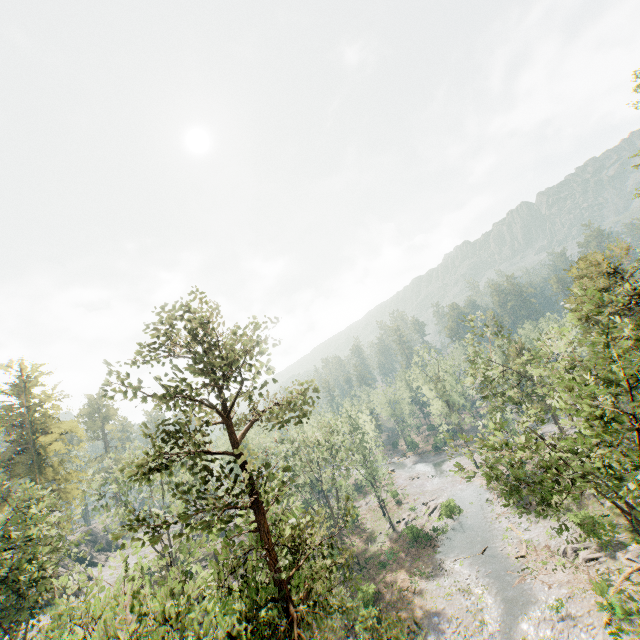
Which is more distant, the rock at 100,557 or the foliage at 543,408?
the rock at 100,557

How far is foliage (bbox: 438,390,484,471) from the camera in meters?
20.3 m

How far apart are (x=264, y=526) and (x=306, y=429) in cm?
4780

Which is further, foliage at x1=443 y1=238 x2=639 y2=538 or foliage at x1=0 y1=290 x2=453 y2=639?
foliage at x1=443 y1=238 x2=639 y2=538

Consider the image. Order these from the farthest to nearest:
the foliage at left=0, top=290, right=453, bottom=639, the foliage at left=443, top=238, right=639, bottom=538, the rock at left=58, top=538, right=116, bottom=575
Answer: the rock at left=58, top=538, right=116, bottom=575, the foliage at left=443, top=238, right=639, bottom=538, the foliage at left=0, top=290, right=453, bottom=639

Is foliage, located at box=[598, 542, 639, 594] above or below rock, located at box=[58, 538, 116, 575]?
below

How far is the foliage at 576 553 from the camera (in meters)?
15.29
